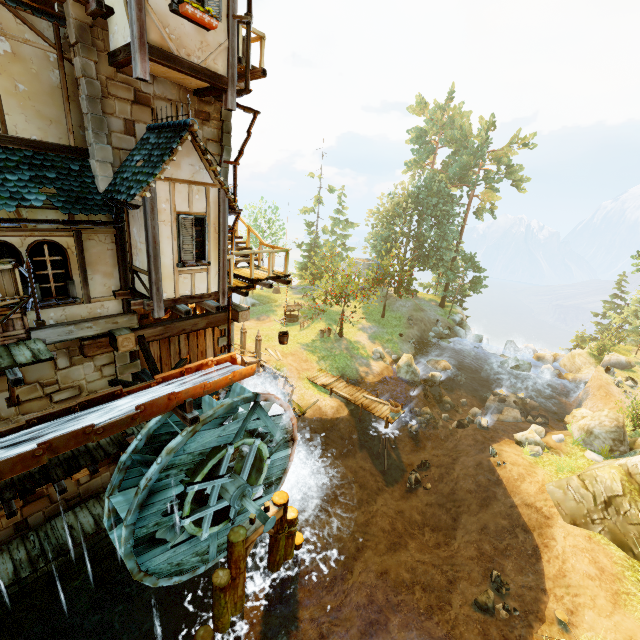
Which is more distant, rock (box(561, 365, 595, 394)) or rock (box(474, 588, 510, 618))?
rock (box(561, 365, 595, 394))

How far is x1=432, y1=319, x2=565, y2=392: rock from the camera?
28.84m

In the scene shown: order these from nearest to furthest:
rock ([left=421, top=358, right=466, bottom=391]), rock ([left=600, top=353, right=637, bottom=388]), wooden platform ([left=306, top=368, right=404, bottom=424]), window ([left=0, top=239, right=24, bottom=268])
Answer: window ([left=0, top=239, right=24, bottom=268]) < wooden platform ([left=306, top=368, right=404, bottom=424]) < rock ([left=600, top=353, right=637, bottom=388]) < rock ([left=421, top=358, right=466, bottom=391])

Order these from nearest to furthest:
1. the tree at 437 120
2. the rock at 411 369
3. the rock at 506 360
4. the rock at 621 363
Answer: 1. the rock at 621 363
2. the rock at 411 369
3. the rock at 506 360
4. the tree at 437 120

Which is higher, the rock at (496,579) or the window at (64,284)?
the window at (64,284)

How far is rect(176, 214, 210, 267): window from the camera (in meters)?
8.19

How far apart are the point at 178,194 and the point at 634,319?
41.8m

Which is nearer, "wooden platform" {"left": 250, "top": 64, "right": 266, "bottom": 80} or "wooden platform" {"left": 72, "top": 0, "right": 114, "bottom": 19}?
"wooden platform" {"left": 72, "top": 0, "right": 114, "bottom": 19}
